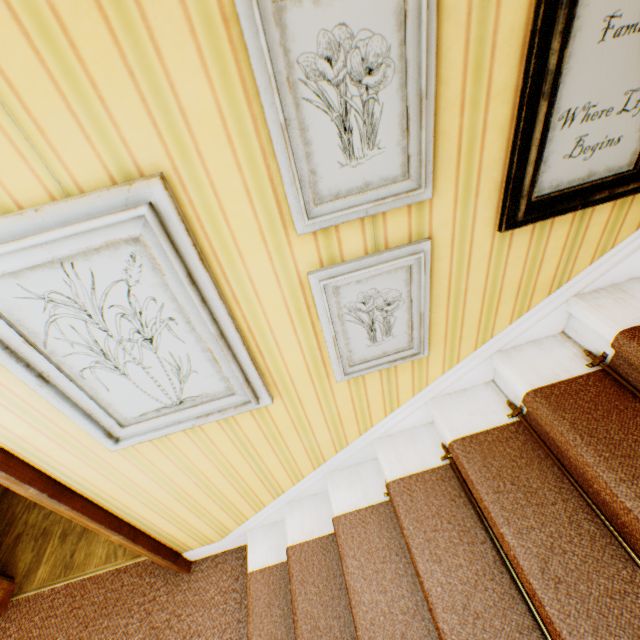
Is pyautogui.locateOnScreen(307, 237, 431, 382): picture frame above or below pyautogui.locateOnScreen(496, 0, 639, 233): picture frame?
below

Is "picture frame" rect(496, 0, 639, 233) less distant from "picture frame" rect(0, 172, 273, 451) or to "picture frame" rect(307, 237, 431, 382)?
"picture frame" rect(307, 237, 431, 382)

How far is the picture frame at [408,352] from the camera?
1.12m

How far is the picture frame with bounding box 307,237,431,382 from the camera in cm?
112

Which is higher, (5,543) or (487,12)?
(487,12)

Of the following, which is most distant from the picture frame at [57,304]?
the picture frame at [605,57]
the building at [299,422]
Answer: the picture frame at [605,57]

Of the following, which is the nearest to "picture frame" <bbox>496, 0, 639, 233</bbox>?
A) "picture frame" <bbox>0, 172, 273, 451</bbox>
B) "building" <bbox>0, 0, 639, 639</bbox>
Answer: "building" <bbox>0, 0, 639, 639</bbox>
